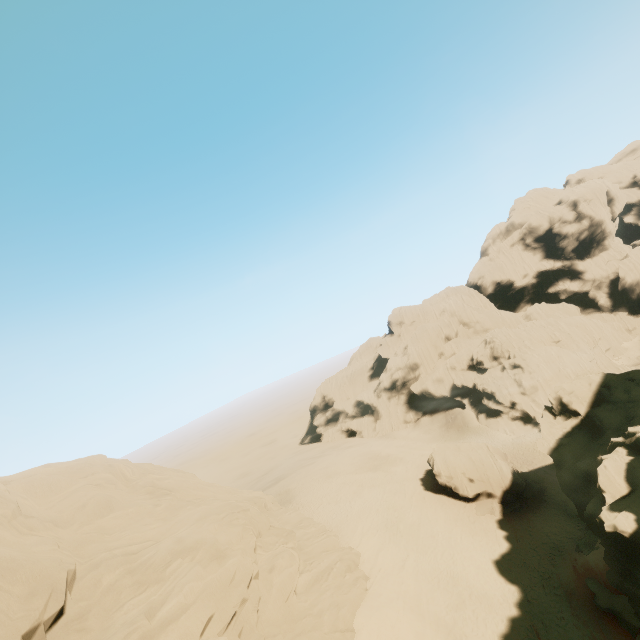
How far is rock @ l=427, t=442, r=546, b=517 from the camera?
34.91m

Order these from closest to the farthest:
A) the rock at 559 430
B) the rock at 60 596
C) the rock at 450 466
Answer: the rock at 60 596, the rock at 559 430, the rock at 450 466

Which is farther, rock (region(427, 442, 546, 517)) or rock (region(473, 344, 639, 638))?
rock (region(427, 442, 546, 517))

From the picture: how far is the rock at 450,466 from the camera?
34.9 meters

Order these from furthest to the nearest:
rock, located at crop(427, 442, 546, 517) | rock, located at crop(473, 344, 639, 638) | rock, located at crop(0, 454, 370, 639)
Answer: rock, located at crop(427, 442, 546, 517) < rock, located at crop(473, 344, 639, 638) < rock, located at crop(0, 454, 370, 639)

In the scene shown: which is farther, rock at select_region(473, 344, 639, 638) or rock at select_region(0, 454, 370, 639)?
rock at select_region(473, 344, 639, 638)

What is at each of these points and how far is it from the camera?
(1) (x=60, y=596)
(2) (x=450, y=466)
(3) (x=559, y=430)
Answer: (1) rock, 13.3m
(2) rock, 38.7m
(3) rock, 30.0m
